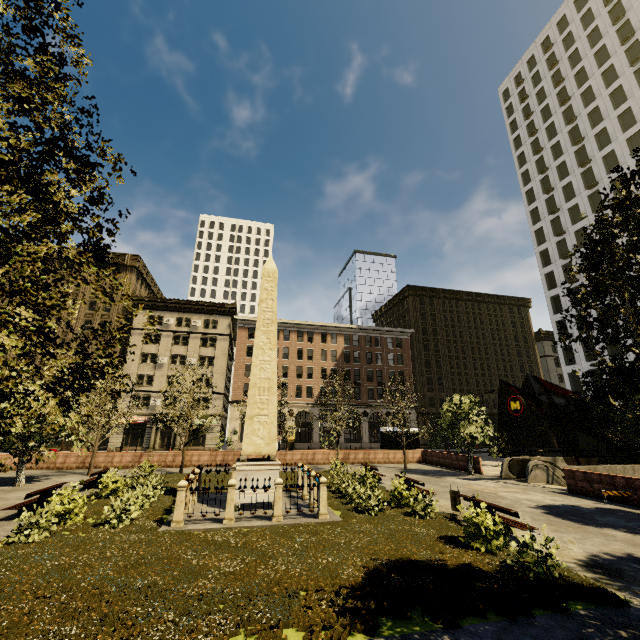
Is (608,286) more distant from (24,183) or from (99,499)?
(99,499)

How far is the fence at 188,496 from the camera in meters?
10.9

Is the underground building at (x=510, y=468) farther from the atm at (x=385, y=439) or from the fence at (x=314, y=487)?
the fence at (x=314, y=487)

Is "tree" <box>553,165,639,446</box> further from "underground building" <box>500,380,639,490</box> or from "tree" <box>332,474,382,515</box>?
"underground building" <box>500,380,639,490</box>

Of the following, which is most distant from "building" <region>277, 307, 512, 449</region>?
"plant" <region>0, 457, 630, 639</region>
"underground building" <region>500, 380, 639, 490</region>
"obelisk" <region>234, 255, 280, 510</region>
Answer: "obelisk" <region>234, 255, 280, 510</region>

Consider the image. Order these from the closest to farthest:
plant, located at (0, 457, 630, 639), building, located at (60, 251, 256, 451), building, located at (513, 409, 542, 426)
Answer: plant, located at (0, 457, 630, 639)
building, located at (60, 251, 256, 451)
building, located at (513, 409, 542, 426)

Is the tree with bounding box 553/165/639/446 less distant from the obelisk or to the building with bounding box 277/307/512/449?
the building with bounding box 277/307/512/449
